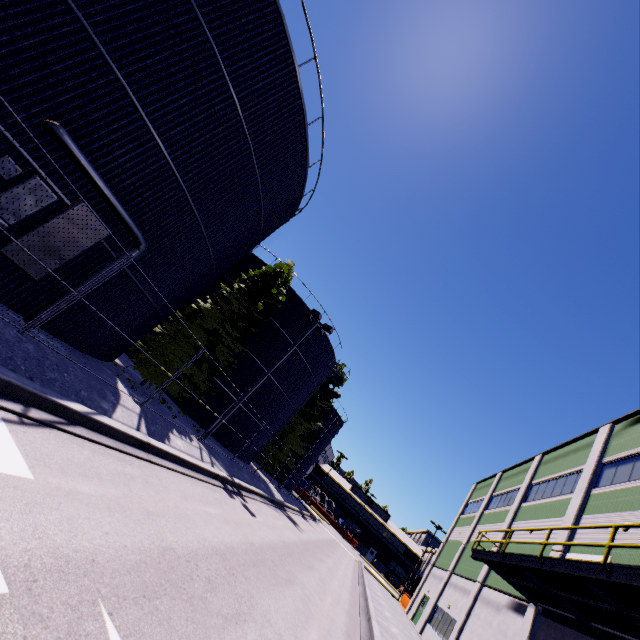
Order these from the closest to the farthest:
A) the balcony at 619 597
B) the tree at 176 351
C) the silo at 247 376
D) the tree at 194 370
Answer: the balcony at 619 597 → the tree at 176 351 → the tree at 194 370 → the silo at 247 376

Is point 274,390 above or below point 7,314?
above

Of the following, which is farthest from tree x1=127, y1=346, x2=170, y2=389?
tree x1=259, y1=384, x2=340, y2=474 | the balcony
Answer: the balcony

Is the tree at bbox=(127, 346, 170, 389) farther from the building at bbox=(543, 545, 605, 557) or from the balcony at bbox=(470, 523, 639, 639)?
the balcony at bbox=(470, 523, 639, 639)

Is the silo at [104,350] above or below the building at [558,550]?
below

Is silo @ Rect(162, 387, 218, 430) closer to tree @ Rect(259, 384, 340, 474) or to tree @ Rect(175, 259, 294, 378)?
tree @ Rect(259, 384, 340, 474)

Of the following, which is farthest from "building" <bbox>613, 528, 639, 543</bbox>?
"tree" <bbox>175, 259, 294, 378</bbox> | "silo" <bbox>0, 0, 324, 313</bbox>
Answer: "tree" <bbox>175, 259, 294, 378</bbox>

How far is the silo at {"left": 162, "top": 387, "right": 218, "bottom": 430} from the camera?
22.2 meters
